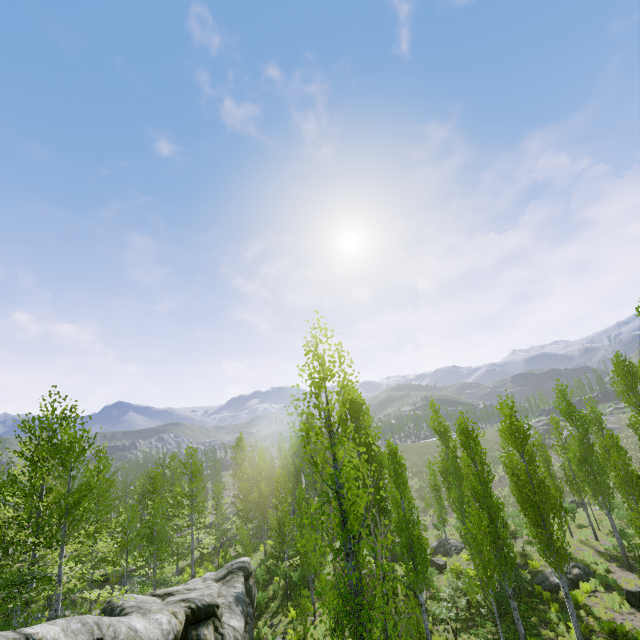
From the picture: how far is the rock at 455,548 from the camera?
28.70m

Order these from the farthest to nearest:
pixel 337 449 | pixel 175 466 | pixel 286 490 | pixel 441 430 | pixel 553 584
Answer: pixel 286 490 < pixel 175 466 < pixel 441 430 < pixel 553 584 < pixel 337 449

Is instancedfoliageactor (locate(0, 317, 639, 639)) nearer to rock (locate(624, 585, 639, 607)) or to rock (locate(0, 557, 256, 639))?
rock (locate(0, 557, 256, 639))

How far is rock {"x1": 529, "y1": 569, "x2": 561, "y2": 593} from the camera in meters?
19.2

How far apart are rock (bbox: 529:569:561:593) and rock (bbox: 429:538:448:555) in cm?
884

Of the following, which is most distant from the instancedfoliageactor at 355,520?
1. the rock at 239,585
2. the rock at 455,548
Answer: the rock at 455,548

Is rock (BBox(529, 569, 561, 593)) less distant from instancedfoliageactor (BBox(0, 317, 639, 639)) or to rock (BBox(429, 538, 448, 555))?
instancedfoliageactor (BBox(0, 317, 639, 639))
